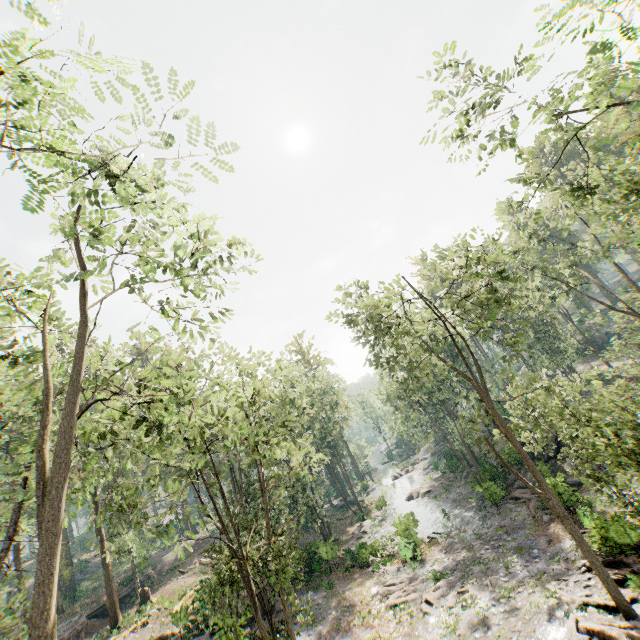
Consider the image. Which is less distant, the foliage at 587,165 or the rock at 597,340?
the foliage at 587,165

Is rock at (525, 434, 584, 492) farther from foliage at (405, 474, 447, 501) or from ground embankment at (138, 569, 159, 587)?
ground embankment at (138, 569, 159, 587)

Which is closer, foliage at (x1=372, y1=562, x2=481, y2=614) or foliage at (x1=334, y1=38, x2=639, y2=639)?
foliage at (x1=334, y1=38, x2=639, y2=639)

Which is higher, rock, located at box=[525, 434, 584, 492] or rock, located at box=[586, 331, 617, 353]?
rock, located at box=[586, 331, 617, 353]

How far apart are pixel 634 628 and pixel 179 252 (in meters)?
21.52

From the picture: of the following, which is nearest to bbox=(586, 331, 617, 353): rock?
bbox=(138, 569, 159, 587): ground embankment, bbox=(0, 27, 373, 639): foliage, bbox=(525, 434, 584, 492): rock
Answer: bbox=(0, 27, 373, 639): foliage

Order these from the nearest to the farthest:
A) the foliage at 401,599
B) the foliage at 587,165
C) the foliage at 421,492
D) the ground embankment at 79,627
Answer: the foliage at 587,165 → the foliage at 401,599 → the ground embankment at 79,627 → the foliage at 421,492

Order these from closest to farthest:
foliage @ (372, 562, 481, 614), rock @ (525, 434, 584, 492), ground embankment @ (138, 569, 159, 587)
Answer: foliage @ (372, 562, 481, 614), rock @ (525, 434, 584, 492), ground embankment @ (138, 569, 159, 587)
